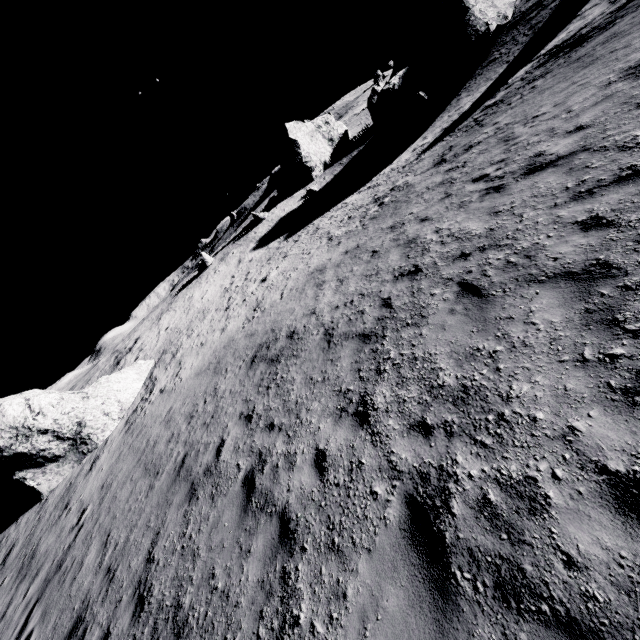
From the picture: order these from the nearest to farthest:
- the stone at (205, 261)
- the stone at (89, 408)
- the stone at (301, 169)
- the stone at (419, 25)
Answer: the stone at (89, 408) → the stone at (419, 25) → the stone at (205, 261) → the stone at (301, 169)

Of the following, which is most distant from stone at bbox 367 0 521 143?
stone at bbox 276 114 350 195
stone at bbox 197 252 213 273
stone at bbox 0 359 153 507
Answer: stone at bbox 0 359 153 507

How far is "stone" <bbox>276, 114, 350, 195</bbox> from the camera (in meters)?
41.98

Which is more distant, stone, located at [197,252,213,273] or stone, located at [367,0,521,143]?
stone, located at [197,252,213,273]

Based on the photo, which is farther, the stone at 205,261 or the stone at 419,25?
the stone at 205,261

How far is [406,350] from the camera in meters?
6.1 m

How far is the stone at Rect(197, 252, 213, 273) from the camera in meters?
37.2 m

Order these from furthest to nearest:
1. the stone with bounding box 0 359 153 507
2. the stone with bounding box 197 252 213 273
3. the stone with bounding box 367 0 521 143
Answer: the stone with bounding box 197 252 213 273
the stone with bounding box 367 0 521 143
the stone with bounding box 0 359 153 507
